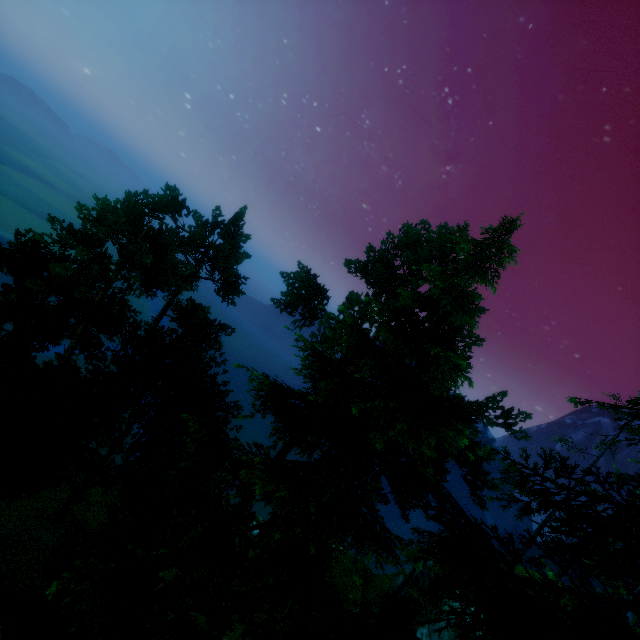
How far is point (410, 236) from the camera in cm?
2391
